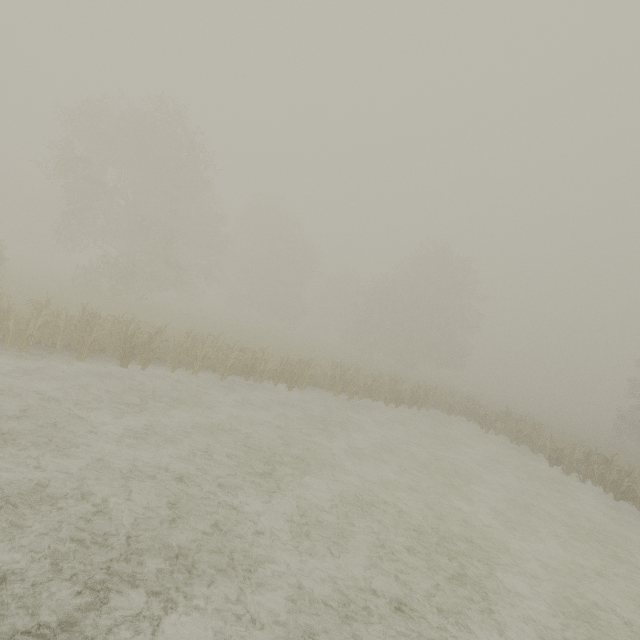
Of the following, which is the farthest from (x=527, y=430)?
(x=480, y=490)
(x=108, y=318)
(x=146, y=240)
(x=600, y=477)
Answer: (x=146, y=240)
